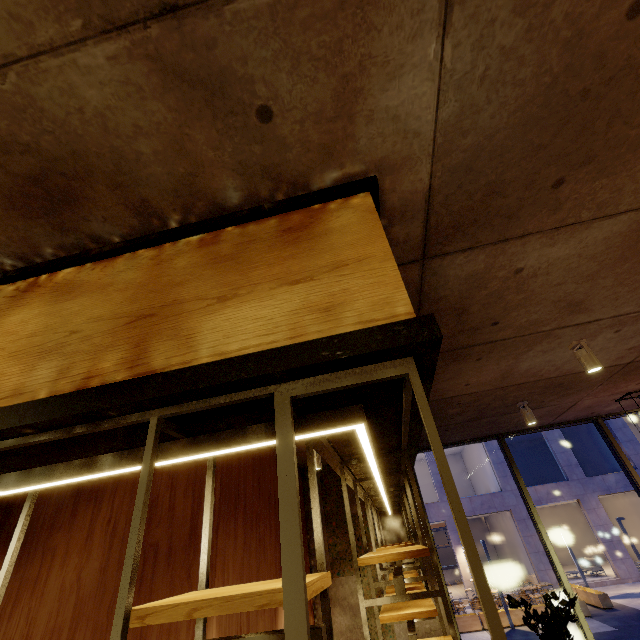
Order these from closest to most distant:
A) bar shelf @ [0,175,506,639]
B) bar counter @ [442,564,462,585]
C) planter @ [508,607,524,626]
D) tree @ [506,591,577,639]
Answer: bar shelf @ [0,175,506,639], tree @ [506,591,577,639], planter @ [508,607,524,626], bar counter @ [442,564,462,585]

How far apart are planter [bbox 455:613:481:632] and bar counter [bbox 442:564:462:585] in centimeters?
1161cm

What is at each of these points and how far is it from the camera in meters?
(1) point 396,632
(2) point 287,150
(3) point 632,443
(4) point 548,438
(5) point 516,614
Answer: (1) building, 5.5 m
(2) building, 1.5 m
(3) building, 20.3 m
(4) building, 21.3 m
(5) planter, 13.0 m

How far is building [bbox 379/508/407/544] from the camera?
6.2m

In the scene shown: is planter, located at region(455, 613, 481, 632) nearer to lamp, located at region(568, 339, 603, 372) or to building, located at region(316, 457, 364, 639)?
building, located at region(316, 457, 364, 639)

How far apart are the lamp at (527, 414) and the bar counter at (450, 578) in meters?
25.1

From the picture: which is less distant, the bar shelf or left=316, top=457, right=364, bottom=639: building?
the bar shelf

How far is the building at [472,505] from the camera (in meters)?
18.50
